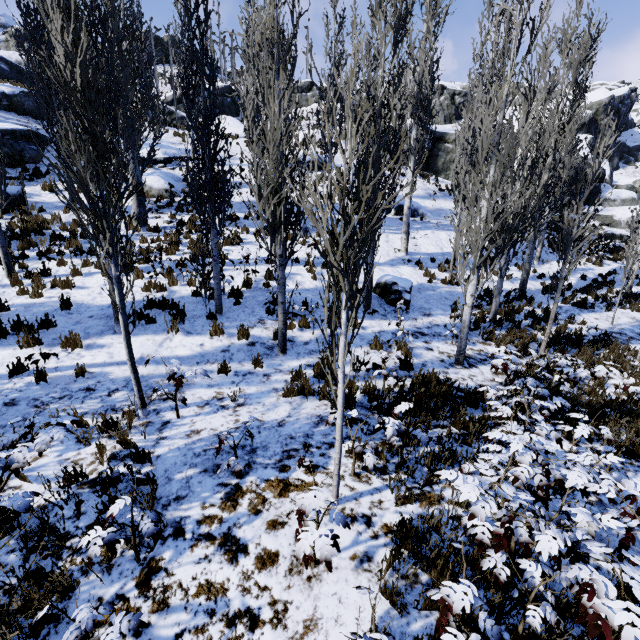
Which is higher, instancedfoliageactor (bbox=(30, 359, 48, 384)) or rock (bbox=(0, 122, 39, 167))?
rock (bbox=(0, 122, 39, 167))

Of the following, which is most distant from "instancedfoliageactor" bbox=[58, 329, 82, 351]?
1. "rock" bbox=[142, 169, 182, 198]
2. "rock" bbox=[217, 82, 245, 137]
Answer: "rock" bbox=[217, 82, 245, 137]

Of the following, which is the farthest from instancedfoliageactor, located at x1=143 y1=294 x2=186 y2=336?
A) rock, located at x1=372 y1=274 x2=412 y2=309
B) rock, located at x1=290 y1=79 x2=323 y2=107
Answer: rock, located at x1=290 y1=79 x2=323 y2=107

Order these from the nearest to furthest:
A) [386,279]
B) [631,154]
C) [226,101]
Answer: [386,279] → [631,154] → [226,101]

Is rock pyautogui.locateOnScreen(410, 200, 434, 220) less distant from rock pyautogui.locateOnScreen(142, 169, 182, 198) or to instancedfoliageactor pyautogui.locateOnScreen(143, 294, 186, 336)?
instancedfoliageactor pyautogui.locateOnScreen(143, 294, 186, 336)

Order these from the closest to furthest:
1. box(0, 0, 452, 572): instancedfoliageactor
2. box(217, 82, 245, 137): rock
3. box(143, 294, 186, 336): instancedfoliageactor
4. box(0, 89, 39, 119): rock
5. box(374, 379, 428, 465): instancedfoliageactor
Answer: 1. box(0, 0, 452, 572): instancedfoliageactor
2. box(374, 379, 428, 465): instancedfoliageactor
3. box(143, 294, 186, 336): instancedfoliageactor
4. box(0, 89, 39, 119): rock
5. box(217, 82, 245, 137): rock

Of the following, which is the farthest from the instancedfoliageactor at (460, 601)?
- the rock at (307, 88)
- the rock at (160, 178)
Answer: the rock at (307, 88)

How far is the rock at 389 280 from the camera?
10.81m
